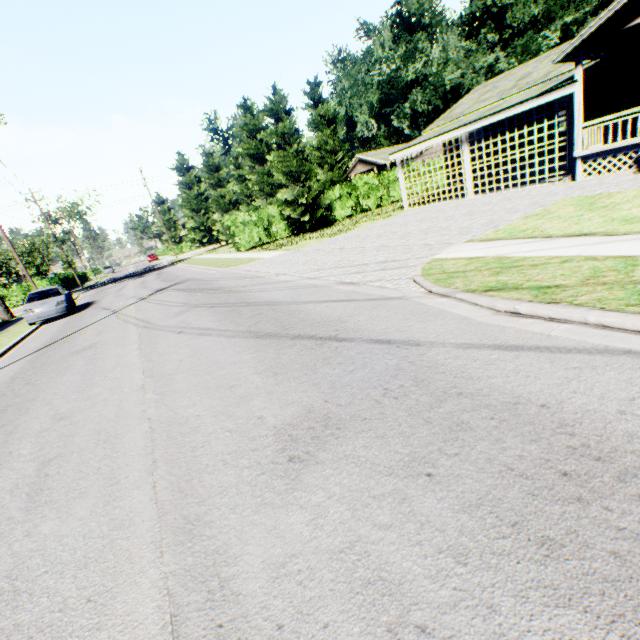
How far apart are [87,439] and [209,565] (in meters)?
2.94

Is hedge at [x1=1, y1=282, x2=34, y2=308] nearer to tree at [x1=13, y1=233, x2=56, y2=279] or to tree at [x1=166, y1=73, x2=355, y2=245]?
tree at [x1=166, y1=73, x2=355, y2=245]

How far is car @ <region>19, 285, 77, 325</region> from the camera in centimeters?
1573cm

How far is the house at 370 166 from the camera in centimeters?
4244cm

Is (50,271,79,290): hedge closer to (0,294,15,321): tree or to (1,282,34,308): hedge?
(1,282,34,308): hedge

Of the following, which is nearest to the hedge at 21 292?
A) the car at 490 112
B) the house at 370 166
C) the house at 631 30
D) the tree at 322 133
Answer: the tree at 322 133

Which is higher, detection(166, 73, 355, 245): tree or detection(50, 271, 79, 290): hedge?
detection(166, 73, 355, 245): tree

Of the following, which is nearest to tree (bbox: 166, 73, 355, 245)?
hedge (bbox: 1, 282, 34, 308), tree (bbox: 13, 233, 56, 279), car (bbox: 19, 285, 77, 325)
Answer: Answer: car (bbox: 19, 285, 77, 325)
